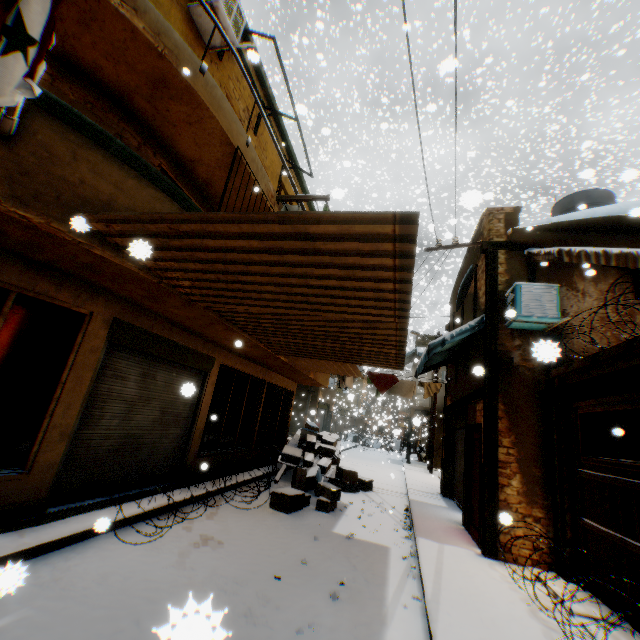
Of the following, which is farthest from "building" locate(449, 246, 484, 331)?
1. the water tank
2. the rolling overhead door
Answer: the water tank

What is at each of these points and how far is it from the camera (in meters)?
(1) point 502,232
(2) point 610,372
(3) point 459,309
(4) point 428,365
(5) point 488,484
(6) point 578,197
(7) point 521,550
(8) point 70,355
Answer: (1) building, 8.19
(2) wooden beam, 4.98
(3) building, 12.02
(4) awning, 11.24
(5) wooden beam, 6.50
(6) water tank, 9.84
(7) building, 6.08
(8) building, 4.80

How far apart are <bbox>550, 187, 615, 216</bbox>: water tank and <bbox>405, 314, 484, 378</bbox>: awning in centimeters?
403cm

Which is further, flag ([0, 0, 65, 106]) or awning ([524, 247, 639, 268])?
awning ([524, 247, 639, 268])

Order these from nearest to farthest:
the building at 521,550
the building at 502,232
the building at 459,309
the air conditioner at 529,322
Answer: the building at 521,550 → the air conditioner at 529,322 → the building at 502,232 → the building at 459,309

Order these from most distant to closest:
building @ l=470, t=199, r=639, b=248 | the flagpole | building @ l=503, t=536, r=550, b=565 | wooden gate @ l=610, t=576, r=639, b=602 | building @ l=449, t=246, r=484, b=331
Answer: building @ l=449, t=246, r=484, b=331, building @ l=470, t=199, r=639, b=248, building @ l=503, t=536, r=550, b=565, wooden gate @ l=610, t=576, r=639, b=602, the flagpole

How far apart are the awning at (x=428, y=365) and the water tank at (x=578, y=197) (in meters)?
4.03
